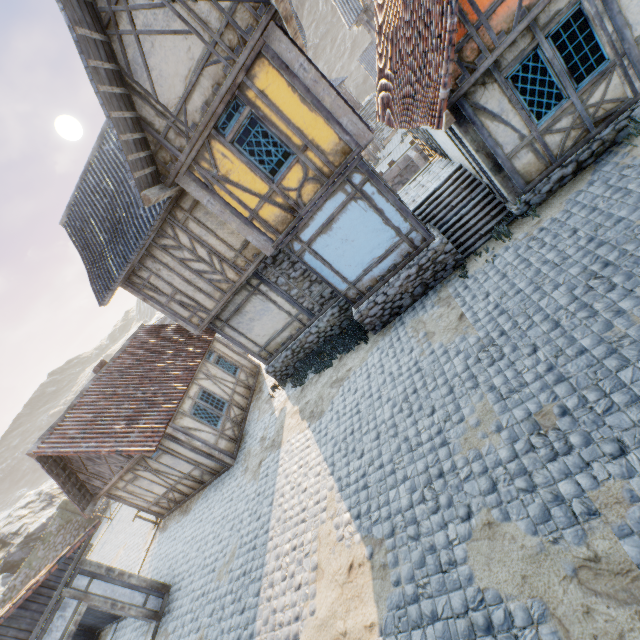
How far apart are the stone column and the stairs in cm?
3209

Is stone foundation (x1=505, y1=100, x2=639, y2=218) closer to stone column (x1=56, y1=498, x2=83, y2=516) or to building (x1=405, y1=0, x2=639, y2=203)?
building (x1=405, y1=0, x2=639, y2=203)

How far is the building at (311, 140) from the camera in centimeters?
716cm

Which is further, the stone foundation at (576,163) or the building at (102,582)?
the building at (102,582)

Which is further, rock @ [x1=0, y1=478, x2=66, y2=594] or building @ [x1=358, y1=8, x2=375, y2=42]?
rock @ [x1=0, y1=478, x2=66, y2=594]

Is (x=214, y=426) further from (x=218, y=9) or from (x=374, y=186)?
(x=218, y=9)

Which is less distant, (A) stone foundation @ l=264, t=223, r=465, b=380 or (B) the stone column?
(A) stone foundation @ l=264, t=223, r=465, b=380

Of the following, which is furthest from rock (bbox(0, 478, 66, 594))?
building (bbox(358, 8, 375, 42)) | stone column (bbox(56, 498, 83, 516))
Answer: building (bbox(358, 8, 375, 42))
